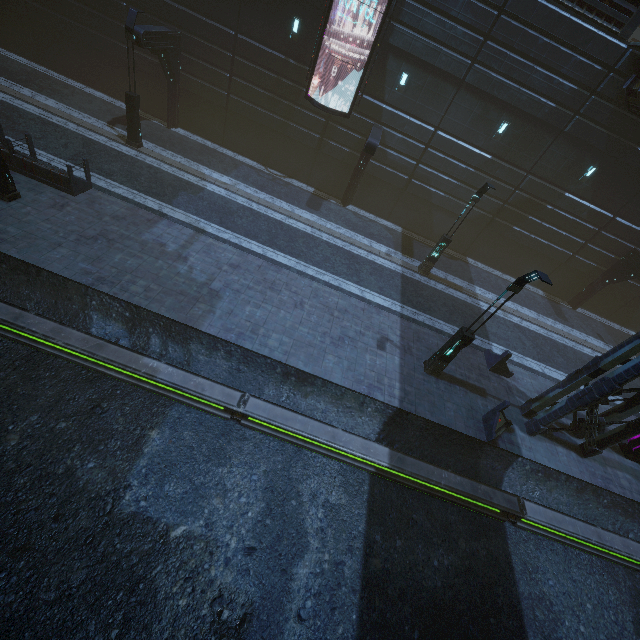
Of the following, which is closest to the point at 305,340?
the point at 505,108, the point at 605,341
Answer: the point at 505,108

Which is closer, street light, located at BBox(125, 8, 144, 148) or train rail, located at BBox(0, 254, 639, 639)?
train rail, located at BBox(0, 254, 639, 639)

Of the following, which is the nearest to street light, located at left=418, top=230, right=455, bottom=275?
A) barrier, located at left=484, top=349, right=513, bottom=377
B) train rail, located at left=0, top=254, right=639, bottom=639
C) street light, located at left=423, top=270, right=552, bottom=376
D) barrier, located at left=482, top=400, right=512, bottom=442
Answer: barrier, located at left=484, top=349, right=513, bottom=377

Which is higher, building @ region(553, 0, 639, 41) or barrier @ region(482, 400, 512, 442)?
building @ region(553, 0, 639, 41)

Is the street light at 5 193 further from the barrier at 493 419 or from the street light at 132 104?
the barrier at 493 419

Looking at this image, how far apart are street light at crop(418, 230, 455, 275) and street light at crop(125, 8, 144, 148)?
16.77m

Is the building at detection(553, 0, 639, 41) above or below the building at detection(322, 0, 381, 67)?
above

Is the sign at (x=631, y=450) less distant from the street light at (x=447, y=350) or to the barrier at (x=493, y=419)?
the barrier at (x=493, y=419)
